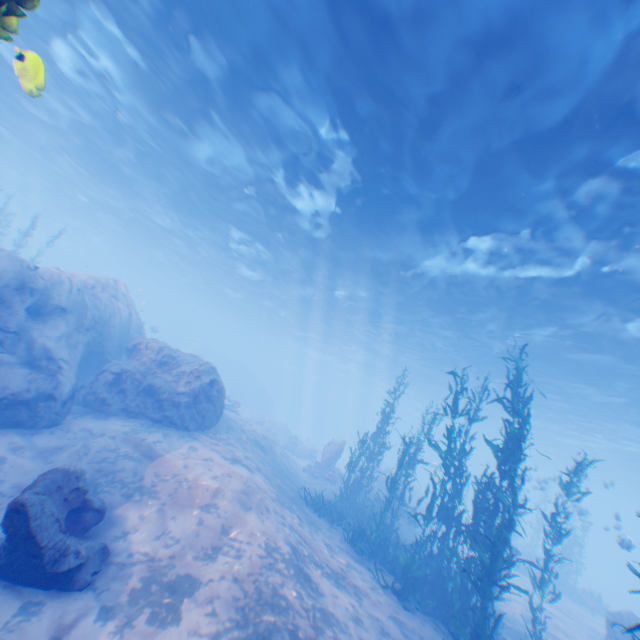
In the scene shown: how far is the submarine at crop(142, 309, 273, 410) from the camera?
47.66m

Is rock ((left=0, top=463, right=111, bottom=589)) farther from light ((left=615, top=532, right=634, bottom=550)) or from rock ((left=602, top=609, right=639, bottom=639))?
light ((left=615, top=532, right=634, bottom=550))

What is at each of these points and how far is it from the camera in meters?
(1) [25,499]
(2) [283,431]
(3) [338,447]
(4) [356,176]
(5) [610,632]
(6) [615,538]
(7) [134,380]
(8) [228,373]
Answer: (1) rock, 5.1
(2) rock, 33.7
(3) rock, 23.1
(4) light, 13.1
(5) rock, 12.9
(6) light, 12.7
(7) rock, 12.6
(8) submarine, 48.6

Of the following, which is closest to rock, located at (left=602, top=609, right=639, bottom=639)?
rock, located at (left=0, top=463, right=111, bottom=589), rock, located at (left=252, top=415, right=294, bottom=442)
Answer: rock, located at (left=0, top=463, right=111, bottom=589)

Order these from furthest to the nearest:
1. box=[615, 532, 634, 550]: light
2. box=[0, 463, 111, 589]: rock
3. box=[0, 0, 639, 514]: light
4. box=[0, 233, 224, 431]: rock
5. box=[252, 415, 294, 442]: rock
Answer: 1. box=[252, 415, 294, 442]: rock
2. box=[615, 532, 634, 550]: light
3. box=[0, 233, 224, 431]: rock
4. box=[0, 0, 639, 514]: light
5. box=[0, 463, 111, 589]: rock

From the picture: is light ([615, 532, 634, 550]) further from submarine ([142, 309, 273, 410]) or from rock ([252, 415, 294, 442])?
rock ([252, 415, 294, 442])

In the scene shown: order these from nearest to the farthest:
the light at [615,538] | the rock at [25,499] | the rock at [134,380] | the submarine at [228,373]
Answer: the rock at [25,499] < the rock at [134,380] < the light at [615,538] < the submarine at [228,373]

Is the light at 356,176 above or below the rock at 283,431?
above
